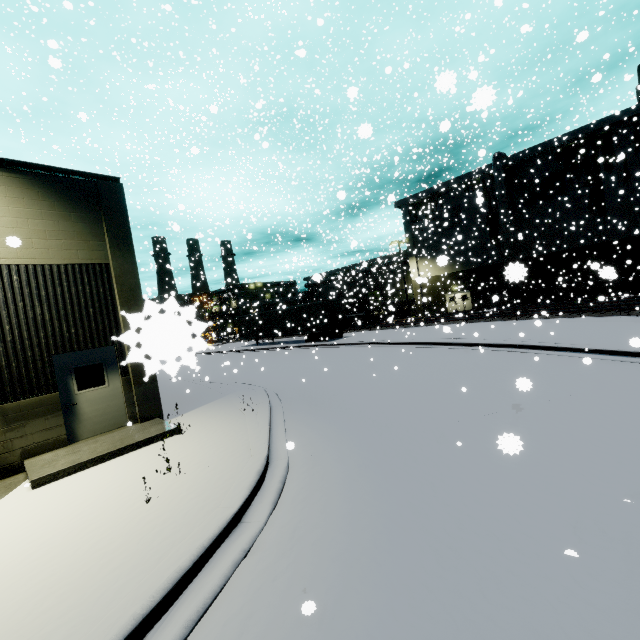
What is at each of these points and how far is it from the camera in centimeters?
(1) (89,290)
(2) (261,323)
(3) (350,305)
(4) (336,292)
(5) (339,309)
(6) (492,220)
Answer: (1) building, 939cm
(2) semi trailer, 3506cm
(3) cargo container, 4156cm
(4) building, 5525cm
(5) semi trailer door, 2906cm
(6) tree, 3559cm

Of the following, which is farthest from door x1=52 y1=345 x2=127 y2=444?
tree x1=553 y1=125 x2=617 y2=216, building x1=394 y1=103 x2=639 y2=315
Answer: tree x1=553 y1=125 x2=617 y2=216

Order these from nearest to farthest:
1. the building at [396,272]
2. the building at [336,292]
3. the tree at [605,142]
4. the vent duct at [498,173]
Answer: the building at [336,292] < the tree at [605,142] < the vent duct at [498,173] < the building at [396,272]

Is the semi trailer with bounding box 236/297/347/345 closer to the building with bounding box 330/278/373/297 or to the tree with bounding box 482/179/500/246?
the building with bounding box 330/278/373/297

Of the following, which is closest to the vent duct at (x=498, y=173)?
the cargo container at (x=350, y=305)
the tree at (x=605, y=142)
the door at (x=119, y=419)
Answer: the tree at (x=605, y=142)

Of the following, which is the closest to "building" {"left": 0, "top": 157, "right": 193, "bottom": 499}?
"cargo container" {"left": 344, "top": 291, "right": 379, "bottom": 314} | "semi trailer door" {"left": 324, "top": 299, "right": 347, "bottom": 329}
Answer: "cargo container" {"left": 344, "top": 291, "right": 379, "bottom": 314}

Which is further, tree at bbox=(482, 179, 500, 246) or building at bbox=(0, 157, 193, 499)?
tree at bbox=(482, 179, 500, 246)
